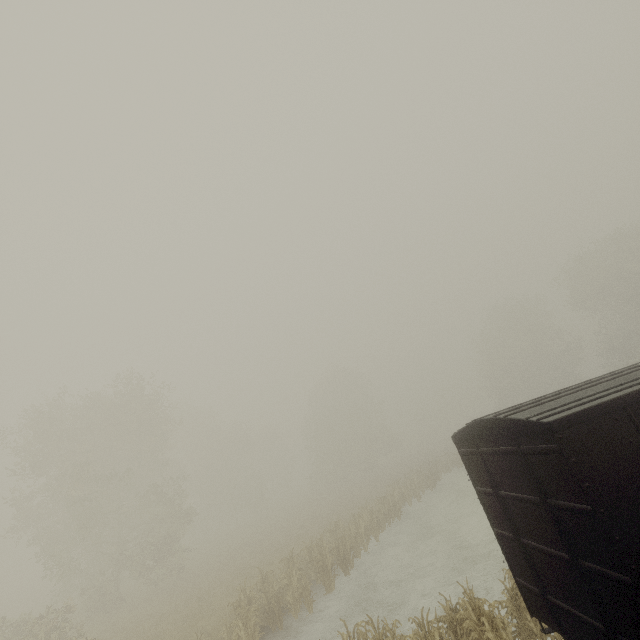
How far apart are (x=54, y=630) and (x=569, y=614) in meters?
22.7 m

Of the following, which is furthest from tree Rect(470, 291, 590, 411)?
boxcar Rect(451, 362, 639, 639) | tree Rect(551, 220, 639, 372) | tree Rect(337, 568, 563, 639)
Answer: tree Rect(337, 568, 563, 639)

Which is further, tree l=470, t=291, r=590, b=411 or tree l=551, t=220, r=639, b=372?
tree l=470, t=291, r=590, b=411

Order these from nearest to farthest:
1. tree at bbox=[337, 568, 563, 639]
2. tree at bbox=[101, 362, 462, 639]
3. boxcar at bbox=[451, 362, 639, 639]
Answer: boxcar at bbox=[451, 362, 639, 639] < tree at bbox=[337, 568, 563, 639] < tree at bbox=[101, 362, 462, 639]

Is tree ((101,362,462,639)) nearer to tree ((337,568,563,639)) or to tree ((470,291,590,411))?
tree ((470,291,590,411))

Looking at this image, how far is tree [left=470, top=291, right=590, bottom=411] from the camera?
43.7 meters

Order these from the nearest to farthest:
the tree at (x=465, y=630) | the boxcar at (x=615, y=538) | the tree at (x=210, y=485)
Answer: the boxcar at (x=615, y=538) → the tree at (x=465, y=630) → the tree at (x=210, y=485)

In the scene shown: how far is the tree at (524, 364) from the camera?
43.7 meters
